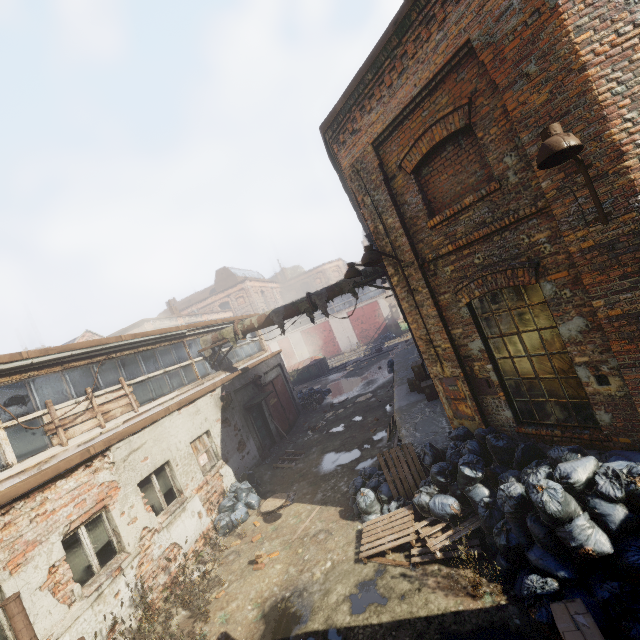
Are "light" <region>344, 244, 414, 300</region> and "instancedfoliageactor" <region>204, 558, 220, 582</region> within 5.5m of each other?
no

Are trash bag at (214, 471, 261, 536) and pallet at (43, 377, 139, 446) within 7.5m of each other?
yes

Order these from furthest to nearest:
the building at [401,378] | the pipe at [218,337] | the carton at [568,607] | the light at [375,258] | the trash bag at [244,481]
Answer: the pipe at [218,337], the trash bag at [244,481], the building at [401,378], the light at [375,258], the carton at [568,607]

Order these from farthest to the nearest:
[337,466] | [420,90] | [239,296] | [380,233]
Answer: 1. [239,296]
2. [337,466]
3. [380,233]
4. [420,90]

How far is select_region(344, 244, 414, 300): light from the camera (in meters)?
6.15

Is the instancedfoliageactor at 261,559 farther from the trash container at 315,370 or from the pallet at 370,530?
the trash container at 315,370

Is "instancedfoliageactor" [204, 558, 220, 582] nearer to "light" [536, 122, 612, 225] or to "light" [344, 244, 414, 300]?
"light" [344, 244, 414, 300]

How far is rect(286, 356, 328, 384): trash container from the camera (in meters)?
27.78
